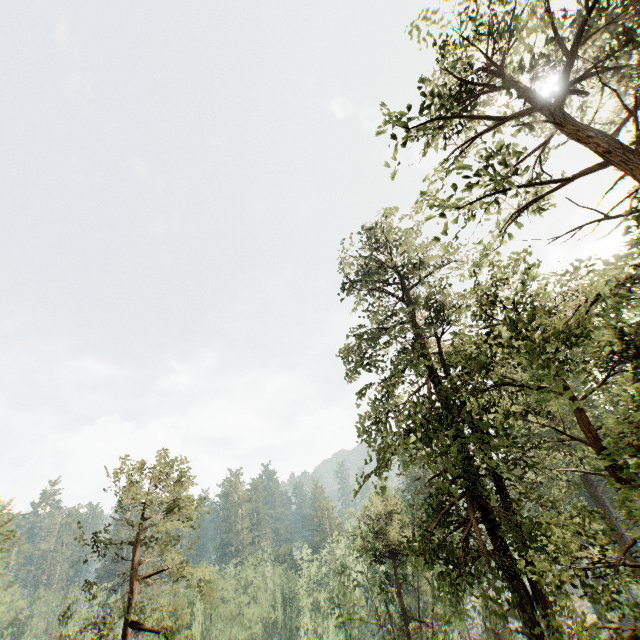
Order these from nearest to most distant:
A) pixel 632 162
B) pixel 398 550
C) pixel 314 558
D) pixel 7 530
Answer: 1. pixel 632 162
2. pixel 398 550
3. pixel 7 530
4. pixel 314 558
